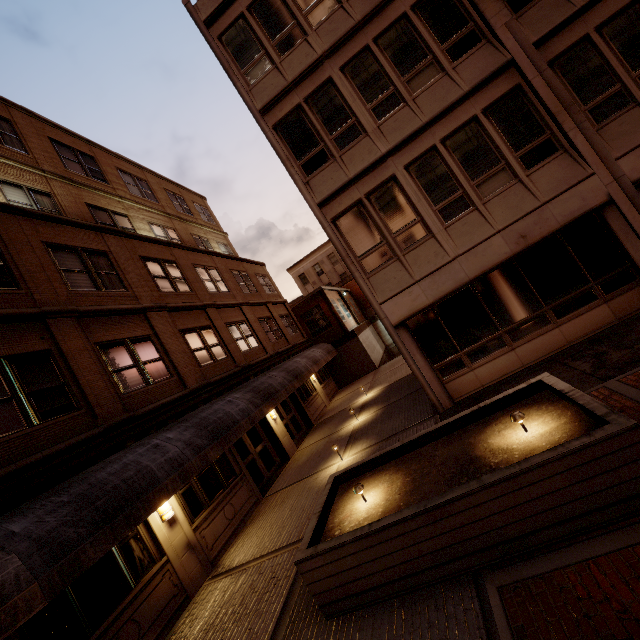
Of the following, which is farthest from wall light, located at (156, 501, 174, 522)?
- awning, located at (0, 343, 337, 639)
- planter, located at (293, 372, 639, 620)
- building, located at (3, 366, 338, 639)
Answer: planter, located at (293, 372, 639, 620)

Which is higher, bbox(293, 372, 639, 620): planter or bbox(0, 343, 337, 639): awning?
bbox(0, 343, 337, 639): awning

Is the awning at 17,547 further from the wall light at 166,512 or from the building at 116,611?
the wall light at 166,512

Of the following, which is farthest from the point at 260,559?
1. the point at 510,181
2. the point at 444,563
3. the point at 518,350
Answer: the point at 510,181

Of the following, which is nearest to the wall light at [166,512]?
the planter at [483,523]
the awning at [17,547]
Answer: the awning at [17,547]

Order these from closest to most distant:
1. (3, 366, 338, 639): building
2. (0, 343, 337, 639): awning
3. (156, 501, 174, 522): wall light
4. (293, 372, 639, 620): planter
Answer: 1. (293, 372, 639, 620): planter
2. (0, 343, 337, 639): awning
3. (3, 366, 338, 639): building
4. (156, 501, 174, 522): wall light

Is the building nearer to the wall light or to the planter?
the wall light

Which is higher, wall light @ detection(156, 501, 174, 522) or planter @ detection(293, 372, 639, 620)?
wall light @ detection(156, 501, 174, 522)
